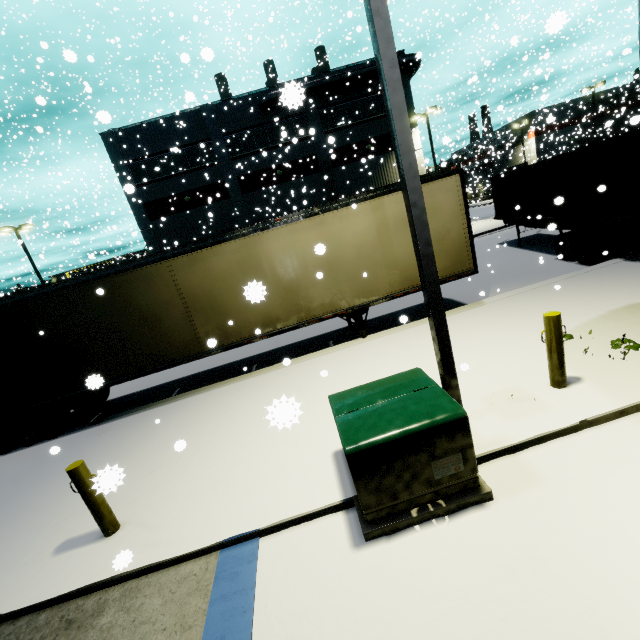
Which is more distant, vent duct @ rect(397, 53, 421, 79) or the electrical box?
vent duct @ rect(397, 53, 421, 79)

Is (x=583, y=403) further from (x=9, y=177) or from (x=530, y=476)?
(x=9, y=177)

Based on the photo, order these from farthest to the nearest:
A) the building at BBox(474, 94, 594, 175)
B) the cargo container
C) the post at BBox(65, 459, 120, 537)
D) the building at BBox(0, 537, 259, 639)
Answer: the building at BBox(474, 94, 594, 175) → the cargo container → the post at BBox(65, 459, 120, 537) → the building at BBox(0, 537, 259, 639)

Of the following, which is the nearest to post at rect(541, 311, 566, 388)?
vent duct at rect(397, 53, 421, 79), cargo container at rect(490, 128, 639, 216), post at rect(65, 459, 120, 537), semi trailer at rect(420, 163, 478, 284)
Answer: semi trailer at rect(420, 163, 478, 284)

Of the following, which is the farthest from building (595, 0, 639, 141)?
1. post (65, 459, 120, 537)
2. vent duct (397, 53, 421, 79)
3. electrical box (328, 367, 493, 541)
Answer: electrical box (328, 367, 493, 541)

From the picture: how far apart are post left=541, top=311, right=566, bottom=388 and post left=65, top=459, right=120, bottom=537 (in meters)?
6.51

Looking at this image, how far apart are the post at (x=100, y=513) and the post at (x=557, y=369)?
6.5m

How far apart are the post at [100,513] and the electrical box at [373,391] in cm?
331
